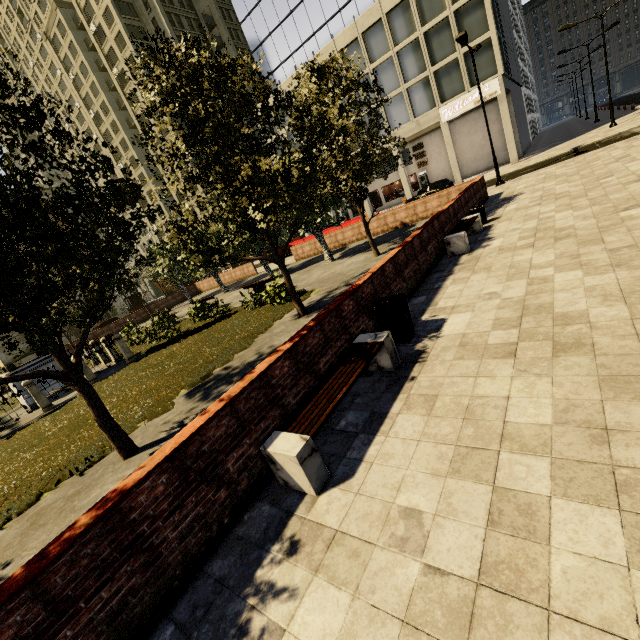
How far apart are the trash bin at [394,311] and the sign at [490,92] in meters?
30.2 m

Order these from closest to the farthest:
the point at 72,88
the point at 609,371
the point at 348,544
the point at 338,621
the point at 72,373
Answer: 1. the point at 338,621
2. the point at 348,544
3. the point at 609,371
4. the point at 72,373
5. the point at 72,88

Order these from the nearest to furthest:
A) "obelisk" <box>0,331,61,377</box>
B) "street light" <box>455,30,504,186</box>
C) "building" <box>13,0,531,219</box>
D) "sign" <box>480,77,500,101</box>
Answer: "obelisk" <box>0,331,61,377</box> < "street light" <box>455,30,504,186</box> < "sign" <box>480,77,500,101</box> < "building" <box>13,0,531,219</box>

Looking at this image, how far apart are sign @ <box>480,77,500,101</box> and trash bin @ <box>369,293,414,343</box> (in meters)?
30.18

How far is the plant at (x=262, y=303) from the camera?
8.5m

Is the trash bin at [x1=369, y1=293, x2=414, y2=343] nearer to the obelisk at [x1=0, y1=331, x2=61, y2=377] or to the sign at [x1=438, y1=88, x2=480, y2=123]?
the obelisk at [x1=0, y1=331, x2=61, y2=377]

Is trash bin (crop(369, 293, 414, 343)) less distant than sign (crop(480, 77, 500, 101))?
Yes
